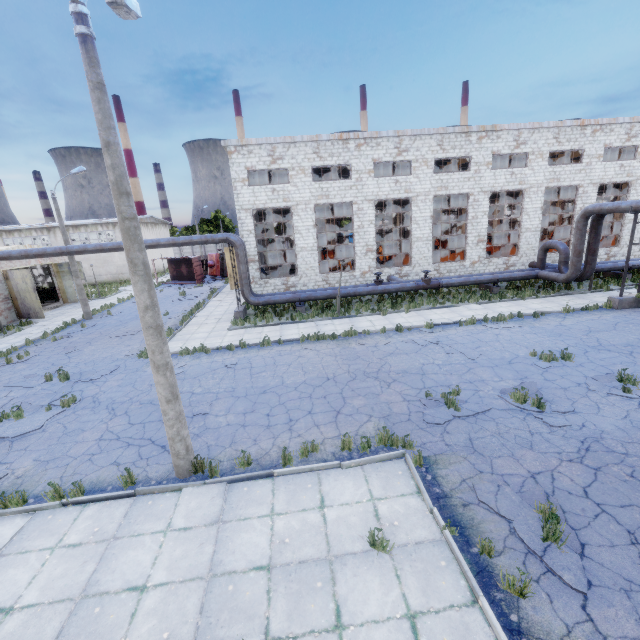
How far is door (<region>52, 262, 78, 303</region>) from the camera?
29.88m

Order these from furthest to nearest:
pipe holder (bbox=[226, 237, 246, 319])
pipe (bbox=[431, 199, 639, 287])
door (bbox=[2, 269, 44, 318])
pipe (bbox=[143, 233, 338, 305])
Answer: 1. door (bbox=[2, 269, 44, 318])
2. pipe holder (bbox=[226, 237, 246, 319])
3. pipe (bbox=[143, 233, 338, 305])
4. pipe (bbox=[431, 199, 639, 287])

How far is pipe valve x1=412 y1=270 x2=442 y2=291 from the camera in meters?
21.1

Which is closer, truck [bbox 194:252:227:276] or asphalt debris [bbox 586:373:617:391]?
asphalt debris [bbox 586:373:617:391]

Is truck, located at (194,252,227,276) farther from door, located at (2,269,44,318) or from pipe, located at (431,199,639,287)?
pipe, located at (431,199,639,287)

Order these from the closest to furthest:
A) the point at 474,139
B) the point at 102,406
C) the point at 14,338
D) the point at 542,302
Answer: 1. the point at 102,406
2. the point at 542,302
3. the point at 14,338
4. the point at 474,139

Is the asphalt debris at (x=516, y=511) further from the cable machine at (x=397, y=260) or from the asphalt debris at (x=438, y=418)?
the cable machine at (x=397, y=260)

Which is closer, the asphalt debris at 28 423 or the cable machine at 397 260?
the asphalt debris at 28 423
